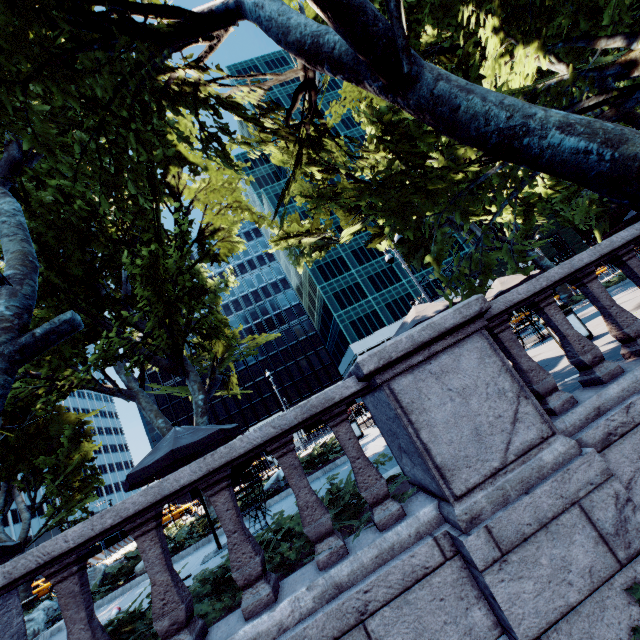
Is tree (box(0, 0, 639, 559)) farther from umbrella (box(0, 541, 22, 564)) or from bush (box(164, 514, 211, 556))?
umbrella (box(0, 541, 22, 564))

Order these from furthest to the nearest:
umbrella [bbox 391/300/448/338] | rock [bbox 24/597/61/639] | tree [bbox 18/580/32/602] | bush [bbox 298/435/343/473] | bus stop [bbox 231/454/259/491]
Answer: bus stop [bbox 231/454/259/491] < tree [bbox 18/580/32/602] < bush [bbox 298/435/343/473] < rock [bbox 24/597/61/639] < umbrella [bbox 391/300/448/338]

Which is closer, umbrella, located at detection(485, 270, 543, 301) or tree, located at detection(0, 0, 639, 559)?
tree, located at detection(0, 0, 639, 559)

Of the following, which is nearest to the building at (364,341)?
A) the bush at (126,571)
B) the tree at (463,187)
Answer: the tree at (463,187)

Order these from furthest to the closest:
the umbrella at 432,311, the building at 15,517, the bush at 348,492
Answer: the building at 15,517, the umbrella at 432,311, the bush at 348,492

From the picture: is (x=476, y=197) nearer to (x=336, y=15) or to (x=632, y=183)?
(x=632, y=183)

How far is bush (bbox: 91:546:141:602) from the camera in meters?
9.3 m

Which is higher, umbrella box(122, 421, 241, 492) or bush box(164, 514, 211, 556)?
umbrella box(122, 421, 241, 492)
